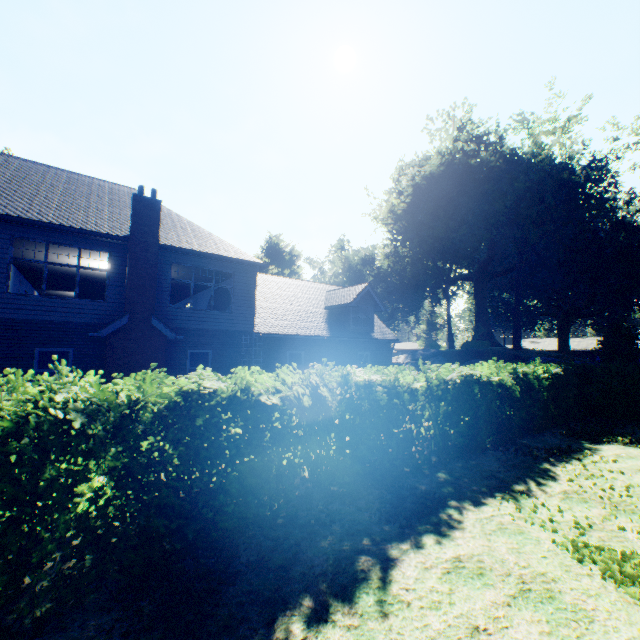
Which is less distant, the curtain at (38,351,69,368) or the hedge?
the hedge

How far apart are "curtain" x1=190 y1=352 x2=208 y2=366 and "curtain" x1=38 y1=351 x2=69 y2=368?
3.9m

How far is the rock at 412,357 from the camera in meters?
31.3

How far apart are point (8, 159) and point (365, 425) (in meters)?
19.26

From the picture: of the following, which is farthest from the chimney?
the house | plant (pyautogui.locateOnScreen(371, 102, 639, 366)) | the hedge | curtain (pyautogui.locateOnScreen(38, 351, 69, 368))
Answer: the house

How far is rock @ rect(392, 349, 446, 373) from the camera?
31.3 meters

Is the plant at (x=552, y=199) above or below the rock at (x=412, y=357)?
above

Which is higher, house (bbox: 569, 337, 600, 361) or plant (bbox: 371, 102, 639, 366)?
plant (bbox: 371, 102, 639, 366)
